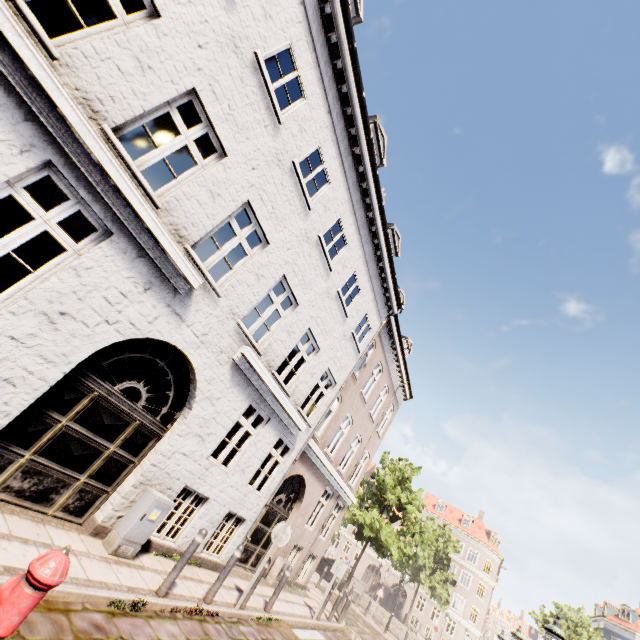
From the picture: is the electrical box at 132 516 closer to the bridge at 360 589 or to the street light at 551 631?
the street light at 551 631

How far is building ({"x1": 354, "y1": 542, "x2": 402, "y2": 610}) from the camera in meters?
45.2 m

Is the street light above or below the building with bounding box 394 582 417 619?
above

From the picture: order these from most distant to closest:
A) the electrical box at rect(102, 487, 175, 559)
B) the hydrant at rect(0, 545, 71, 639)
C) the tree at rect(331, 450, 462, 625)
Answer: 1. the tree at rect(331, 450, 462, 625)
2. the electrical box at rect(102, 487, 175, 559)
3. the hydrant at rect(0, 545, 71, 639)

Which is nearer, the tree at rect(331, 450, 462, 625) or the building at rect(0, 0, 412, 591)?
the building at rect(0, 0, 412, 591)

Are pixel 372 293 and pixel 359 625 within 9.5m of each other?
no

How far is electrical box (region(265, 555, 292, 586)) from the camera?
11.4 meters

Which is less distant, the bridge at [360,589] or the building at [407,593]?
the bridge at [360,589]
